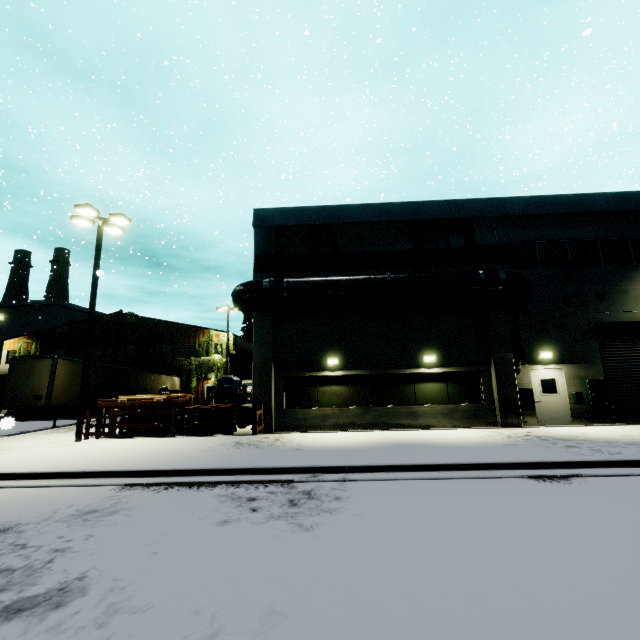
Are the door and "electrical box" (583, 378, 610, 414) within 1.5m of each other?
yes

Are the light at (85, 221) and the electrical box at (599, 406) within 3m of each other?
no

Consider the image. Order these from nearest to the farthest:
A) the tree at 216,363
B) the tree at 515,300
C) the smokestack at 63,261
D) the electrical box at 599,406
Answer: the electrical box at 599,406, the tree at 515,300, the tree at 216,363, the smokestack at 63,261

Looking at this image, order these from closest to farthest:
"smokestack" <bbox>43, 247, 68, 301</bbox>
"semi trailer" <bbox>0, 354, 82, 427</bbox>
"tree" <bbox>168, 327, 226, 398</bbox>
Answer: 1. "semi trailer" <bbox>0, 354, 82, 427</bbox>
2. "tree" <bbox>168, 327, 226, 398</bbox>
3. "smokestack" <bbox>43, 247, 68, 301</bbox>

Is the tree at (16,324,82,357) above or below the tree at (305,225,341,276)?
below

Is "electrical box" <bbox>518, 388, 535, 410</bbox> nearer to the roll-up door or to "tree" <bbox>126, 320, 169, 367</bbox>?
the roll-up door

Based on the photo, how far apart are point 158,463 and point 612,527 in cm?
1001

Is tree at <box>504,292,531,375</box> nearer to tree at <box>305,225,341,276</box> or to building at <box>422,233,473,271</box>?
building at <box>422,233,473,271</box>
